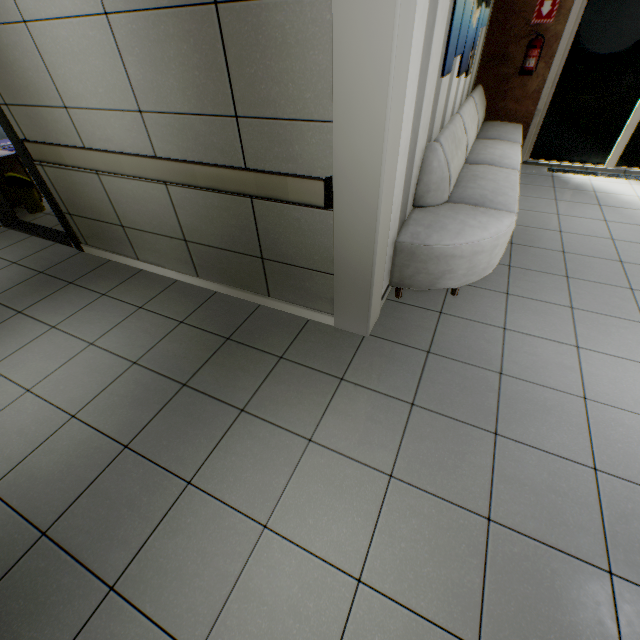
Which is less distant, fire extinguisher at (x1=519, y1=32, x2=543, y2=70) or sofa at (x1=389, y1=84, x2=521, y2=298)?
sofa at (x1=389, y1=84, x2=521, y2=298)

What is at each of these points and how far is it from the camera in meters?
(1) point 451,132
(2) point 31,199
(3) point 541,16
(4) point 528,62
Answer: (1) sofa, 3.0
(2) garbage can, 4.5
(3) sign, 4.4
(4) fire extinguisher, 4.6

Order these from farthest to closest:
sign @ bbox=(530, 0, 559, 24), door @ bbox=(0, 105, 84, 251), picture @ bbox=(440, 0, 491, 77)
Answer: sign @ bbox=(530, 0, 559, 24), door @ bbox=(0, 105, 84, 251), picture @ bbox=(440, 0, 491, 77)

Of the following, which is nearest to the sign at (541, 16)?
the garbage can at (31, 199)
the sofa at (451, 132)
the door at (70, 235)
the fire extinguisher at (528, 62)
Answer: the fire extinguisher at (528, 62)

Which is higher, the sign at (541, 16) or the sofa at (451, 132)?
the sign at (541, 16)

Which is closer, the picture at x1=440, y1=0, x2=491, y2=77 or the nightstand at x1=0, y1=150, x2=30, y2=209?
the picture at x1=440, y1=0, x2=491, y2=77

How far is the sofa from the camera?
2.5 meters

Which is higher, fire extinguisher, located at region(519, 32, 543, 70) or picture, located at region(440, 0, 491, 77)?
picture, located at region(440, 0, 491, 77)
